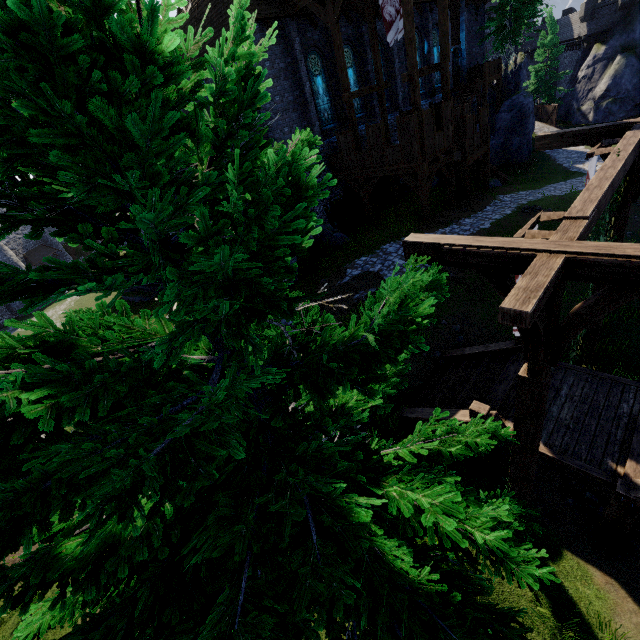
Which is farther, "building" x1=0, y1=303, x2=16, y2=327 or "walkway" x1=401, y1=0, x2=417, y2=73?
"building" x1=0, y1=303, x2=16, y2=327

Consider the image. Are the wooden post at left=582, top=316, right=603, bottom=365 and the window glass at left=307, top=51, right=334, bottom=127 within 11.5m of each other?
no

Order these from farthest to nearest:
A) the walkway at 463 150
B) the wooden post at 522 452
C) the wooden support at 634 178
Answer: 1. the walkway at 463 150
2. the wooden support at 634 178
3. the wooden post at 522 452

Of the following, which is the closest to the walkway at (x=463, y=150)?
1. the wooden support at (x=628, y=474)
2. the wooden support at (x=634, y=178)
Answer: the wooden support at (x=634, y=178)

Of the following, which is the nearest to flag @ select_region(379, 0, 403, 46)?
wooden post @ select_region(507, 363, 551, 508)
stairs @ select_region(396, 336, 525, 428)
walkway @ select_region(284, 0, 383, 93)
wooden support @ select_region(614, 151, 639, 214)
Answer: walkway @ select_region(284, 0, 383, 93)

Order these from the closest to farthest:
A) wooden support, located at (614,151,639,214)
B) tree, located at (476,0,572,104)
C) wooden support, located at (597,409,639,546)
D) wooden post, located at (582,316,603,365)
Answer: wooden support, located at (597,409,639,546) → wooden support, located at (614,151,639,214) → wooden post, located at (582,316,603,365) → tree, located at (476,0,572,104)

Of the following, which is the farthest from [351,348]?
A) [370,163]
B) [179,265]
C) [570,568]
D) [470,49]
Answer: [470,49]

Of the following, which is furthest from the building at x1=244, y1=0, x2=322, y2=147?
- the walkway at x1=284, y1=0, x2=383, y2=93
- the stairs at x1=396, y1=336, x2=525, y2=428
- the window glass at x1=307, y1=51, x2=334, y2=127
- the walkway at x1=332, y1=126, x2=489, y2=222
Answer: the stairs at x1=396, y1=336, x2=525, y2=428
